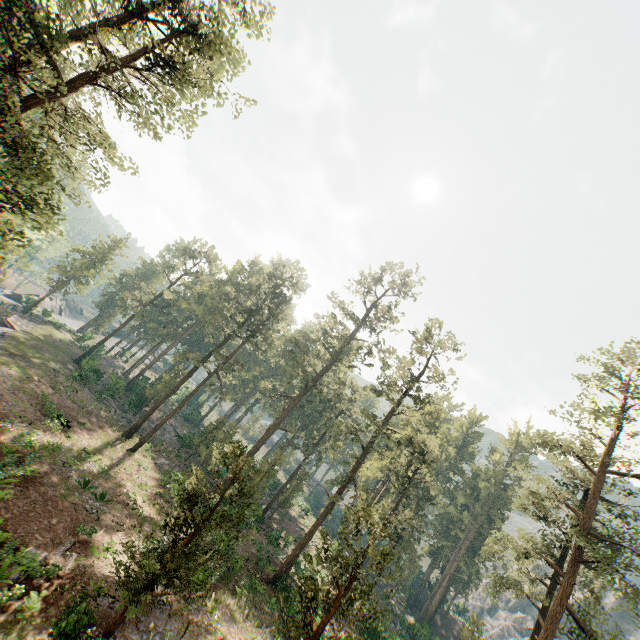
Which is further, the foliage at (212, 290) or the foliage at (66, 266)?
the foliage at (66, 266)

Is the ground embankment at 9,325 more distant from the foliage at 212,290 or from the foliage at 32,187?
the foliage at 212,290

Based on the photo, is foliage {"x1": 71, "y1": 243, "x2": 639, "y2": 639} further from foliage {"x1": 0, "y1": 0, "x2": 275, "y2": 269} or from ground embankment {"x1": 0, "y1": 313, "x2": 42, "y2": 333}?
ground embankment {"x1": 0, "y1": 313, "x2": 42, "y2": 333}

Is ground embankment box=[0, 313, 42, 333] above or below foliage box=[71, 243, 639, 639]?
below

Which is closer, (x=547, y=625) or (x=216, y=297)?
(x=547, y=625)
